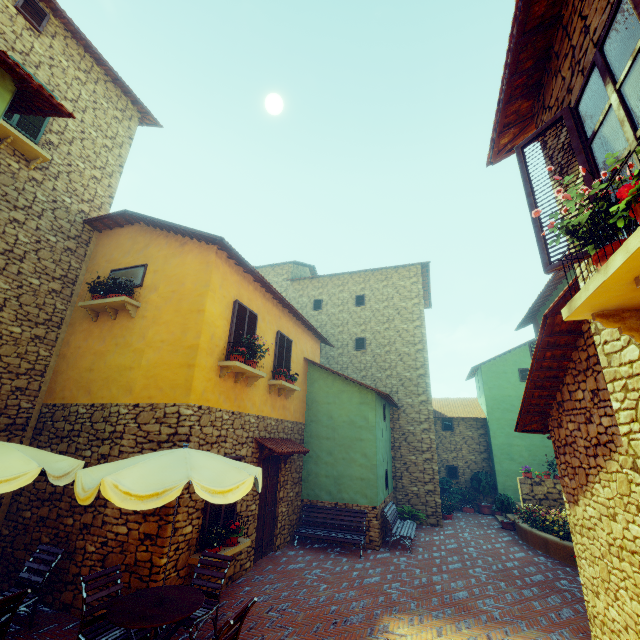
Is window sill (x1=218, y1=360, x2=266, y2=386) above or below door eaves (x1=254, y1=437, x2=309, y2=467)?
above

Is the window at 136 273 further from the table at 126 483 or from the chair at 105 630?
the chair at 105 630

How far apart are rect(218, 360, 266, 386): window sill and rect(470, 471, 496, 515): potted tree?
14.04m

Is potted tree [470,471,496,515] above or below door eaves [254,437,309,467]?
below

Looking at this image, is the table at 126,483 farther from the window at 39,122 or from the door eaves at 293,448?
the window at 39,122

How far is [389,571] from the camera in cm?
843

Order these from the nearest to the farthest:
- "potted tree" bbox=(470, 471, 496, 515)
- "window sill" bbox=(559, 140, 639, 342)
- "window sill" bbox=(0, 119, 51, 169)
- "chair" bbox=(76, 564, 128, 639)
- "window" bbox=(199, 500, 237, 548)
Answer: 1. "window sill" bbox=(559, 140, 639, 342)
2. "chair" bbox=(76, 564, 128, 639)
3. "window" bbox=(199, 500, 237, 548)
4. "window sill" bbox=(0, 119, 51, 169)
5. "potted tree" bbox=(470, 471, 496, 515)

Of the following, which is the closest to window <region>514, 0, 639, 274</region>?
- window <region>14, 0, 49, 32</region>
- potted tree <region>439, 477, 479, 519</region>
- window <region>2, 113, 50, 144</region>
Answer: window <region>2, 113, 50, 144</region>
